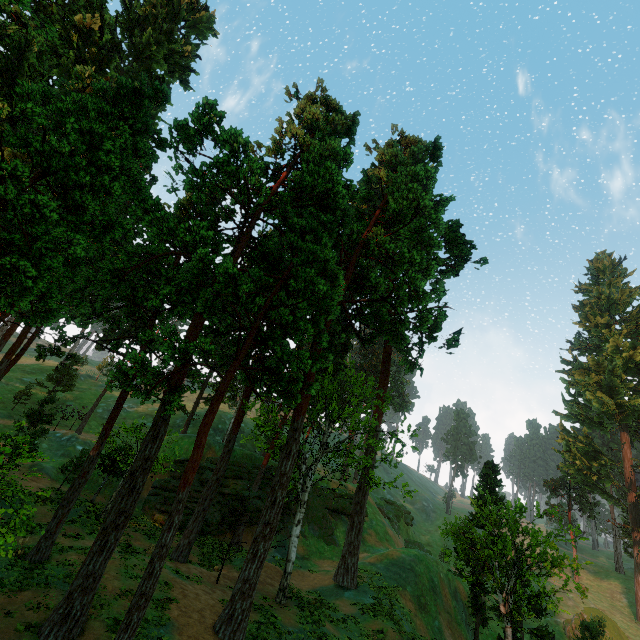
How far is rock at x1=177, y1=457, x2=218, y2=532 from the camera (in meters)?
29.41

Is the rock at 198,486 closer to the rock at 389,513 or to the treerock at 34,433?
the treerock at 34,433

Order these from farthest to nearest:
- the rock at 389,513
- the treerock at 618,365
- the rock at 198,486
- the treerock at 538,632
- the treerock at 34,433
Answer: the rock at 389,513
the treerock at 618,365
the rock at 198,486
the treerock at 538,632
the treerock at 34,433

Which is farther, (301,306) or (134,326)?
(134,326)

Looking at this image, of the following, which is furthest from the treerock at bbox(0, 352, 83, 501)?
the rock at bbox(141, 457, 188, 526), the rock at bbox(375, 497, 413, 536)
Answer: the rock at bbox(375, 497, 413, 536)

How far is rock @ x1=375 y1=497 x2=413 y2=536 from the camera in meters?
51.0
